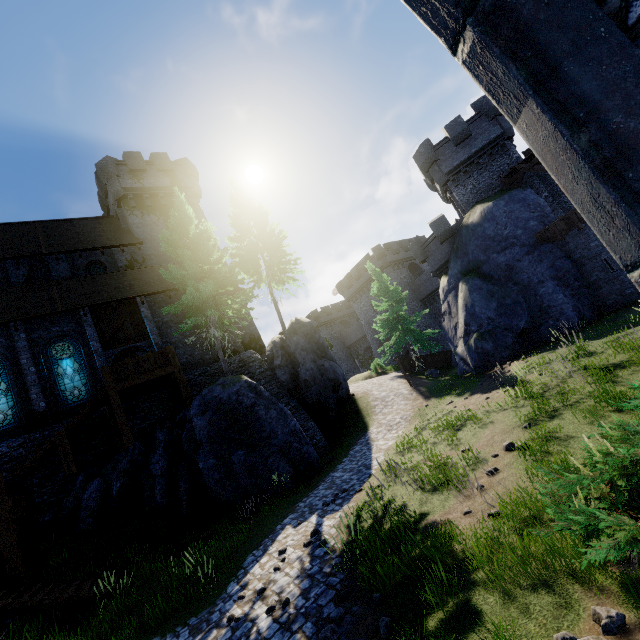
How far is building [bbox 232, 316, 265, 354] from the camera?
25.9m

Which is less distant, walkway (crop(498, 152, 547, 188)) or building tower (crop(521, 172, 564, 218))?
walkway (crop(498, 152, 547, 188))

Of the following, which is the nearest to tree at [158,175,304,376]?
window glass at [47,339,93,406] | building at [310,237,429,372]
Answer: window glass at [47,339,93,406]

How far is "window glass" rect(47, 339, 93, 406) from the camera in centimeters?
1702cm

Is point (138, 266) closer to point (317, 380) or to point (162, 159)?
point (162, 159)

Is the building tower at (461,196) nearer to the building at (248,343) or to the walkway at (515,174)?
the walkway at (515,174)

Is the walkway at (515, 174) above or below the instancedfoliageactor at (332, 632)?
above

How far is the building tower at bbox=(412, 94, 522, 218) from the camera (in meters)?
24.06
